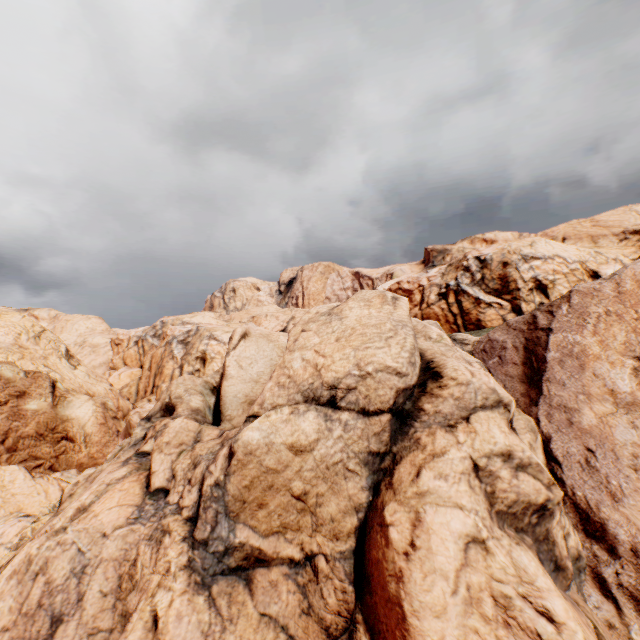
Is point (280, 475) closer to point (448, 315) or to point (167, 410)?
point (167, 410)
